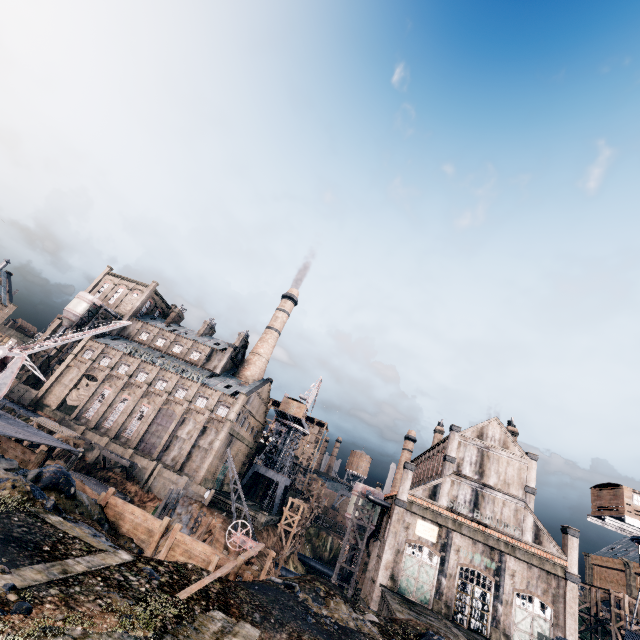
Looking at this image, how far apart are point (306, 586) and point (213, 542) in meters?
18.0 m

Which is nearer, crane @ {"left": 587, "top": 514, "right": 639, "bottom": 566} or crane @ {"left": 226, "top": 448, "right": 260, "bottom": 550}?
crane @ {"left": 226, "top": 448, "right": 260, "bottom": 550}

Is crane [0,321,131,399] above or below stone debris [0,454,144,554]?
above

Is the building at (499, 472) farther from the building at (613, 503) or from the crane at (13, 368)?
the crane at (13, 368)

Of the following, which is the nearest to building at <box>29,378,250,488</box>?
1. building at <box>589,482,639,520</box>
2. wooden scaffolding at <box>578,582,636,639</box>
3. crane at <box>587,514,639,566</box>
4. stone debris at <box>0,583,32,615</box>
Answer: building at <box>589,482,639,520</box>

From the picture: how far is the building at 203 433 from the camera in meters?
53.1

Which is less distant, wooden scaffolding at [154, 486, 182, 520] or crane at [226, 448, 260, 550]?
crane at [226, 448, 260, 550]

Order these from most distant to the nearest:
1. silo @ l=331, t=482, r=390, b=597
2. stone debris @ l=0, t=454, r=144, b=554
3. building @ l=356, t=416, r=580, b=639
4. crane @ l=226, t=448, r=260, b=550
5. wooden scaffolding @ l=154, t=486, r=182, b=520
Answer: silo @ l=331, t=482, r=390, b=597 < wooden scaffolding @ l=154, t=486, r=182, b=520 < building @ l=356, t=416, r=580, b=639 < crane @ l=226, t=448, r=260, b=550 < stone debris @ l=0, t=454, r=144, b=554
